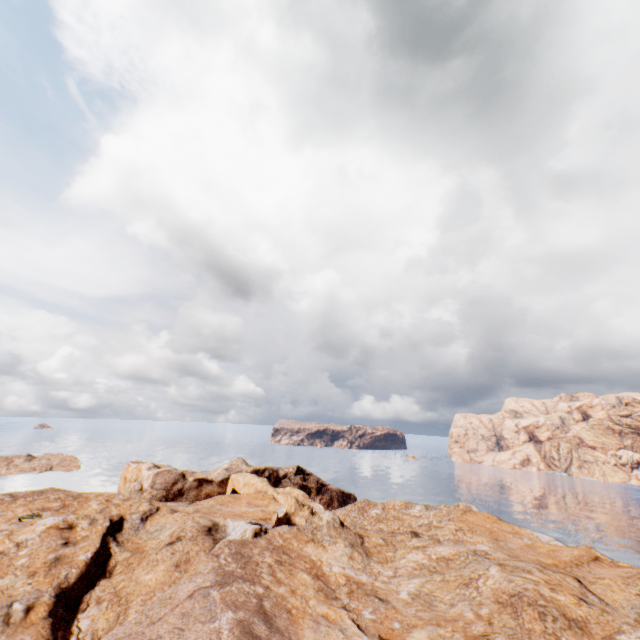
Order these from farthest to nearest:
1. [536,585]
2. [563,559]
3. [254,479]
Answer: [254,479]
[563,559]
[536,585]
